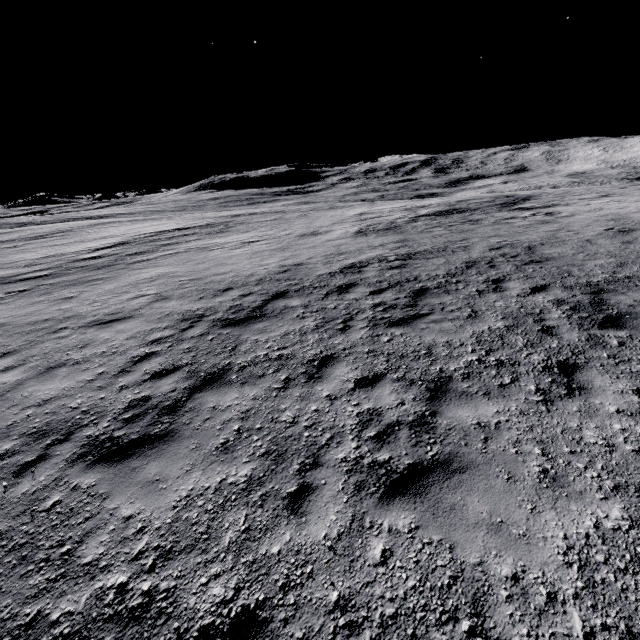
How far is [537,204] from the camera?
21.8m
